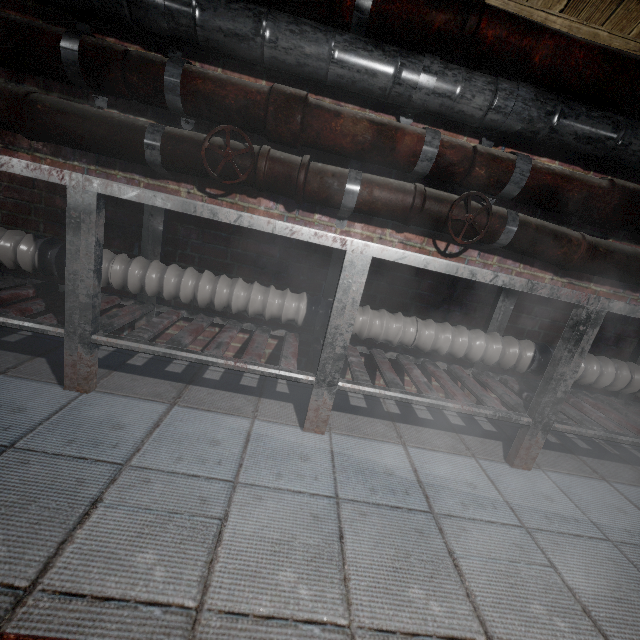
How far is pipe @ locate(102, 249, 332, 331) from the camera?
1.56m

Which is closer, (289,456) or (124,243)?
(289,456)

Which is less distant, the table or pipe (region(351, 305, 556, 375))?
the table

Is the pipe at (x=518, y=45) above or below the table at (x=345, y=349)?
above

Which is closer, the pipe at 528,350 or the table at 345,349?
the table at 345,349

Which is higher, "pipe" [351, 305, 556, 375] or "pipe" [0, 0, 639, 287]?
"pipe" [0, 0, 639, 287]
